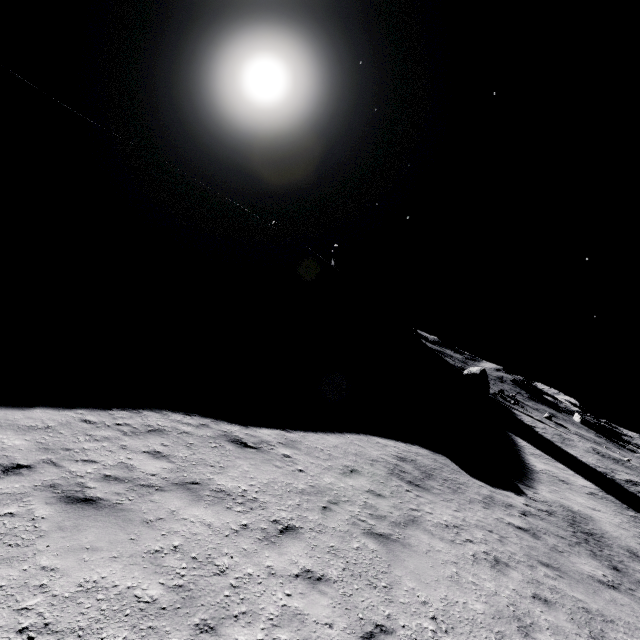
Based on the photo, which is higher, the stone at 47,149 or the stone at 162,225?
the stone at 47,149

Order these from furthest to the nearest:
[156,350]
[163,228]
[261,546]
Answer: [163,228] → [156,350] → [261,546]

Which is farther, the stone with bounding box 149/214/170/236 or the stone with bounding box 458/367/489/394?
the stone with bounding box 458/367/489/394

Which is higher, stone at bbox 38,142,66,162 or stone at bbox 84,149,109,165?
stone at bbox 84,149,109,165

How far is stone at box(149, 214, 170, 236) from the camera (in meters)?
48.22

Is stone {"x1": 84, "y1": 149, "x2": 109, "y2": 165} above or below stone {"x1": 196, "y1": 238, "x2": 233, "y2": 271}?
above

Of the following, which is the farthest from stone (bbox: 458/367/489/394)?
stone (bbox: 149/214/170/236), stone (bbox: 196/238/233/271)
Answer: stone (bbox: 149/214/170/236)

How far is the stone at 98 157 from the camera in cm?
5703
